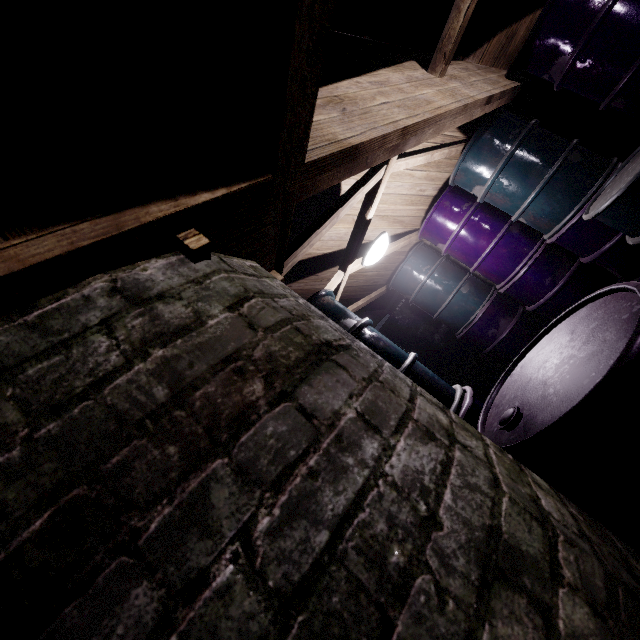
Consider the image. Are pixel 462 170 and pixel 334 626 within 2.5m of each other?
no

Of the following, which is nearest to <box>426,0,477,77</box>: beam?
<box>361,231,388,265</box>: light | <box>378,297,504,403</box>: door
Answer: <box>361,231,388,265</box>: light

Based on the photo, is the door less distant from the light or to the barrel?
the barrel

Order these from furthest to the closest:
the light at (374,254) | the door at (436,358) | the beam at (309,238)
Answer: the door at (436,358)
the light at (374,254)
the beam at (309,238)

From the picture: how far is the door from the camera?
4.5m

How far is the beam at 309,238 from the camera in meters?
1.5 m

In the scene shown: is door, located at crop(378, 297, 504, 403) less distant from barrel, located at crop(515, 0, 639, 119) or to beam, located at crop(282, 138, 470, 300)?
beam, located at crop(282, 138, 470, 300)

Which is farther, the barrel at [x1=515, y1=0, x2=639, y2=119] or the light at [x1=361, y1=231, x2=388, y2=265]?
the light at [x1=361, y1=231, x2=388, y2=265]
